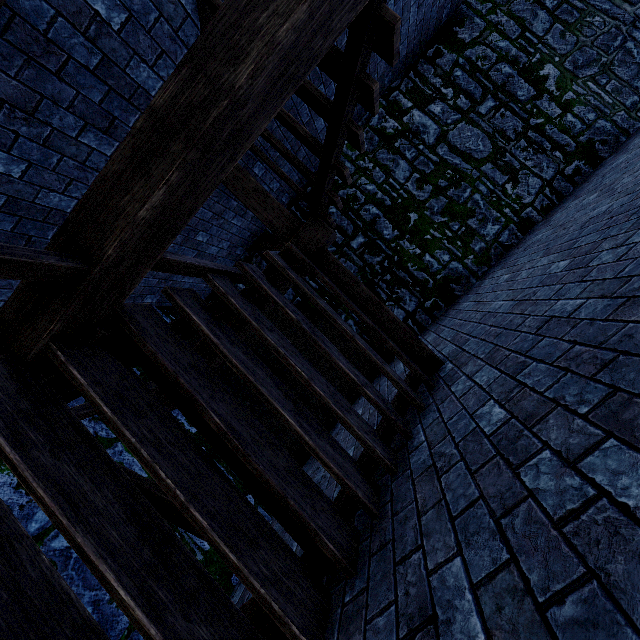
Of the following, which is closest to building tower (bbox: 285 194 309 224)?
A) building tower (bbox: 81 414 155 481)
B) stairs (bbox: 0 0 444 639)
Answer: stairs (bbox: 0 0 444 639)

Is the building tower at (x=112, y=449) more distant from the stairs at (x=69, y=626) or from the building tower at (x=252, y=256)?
the building tower at (x=252, y=256)

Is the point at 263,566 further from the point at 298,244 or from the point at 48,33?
the point at 48,33

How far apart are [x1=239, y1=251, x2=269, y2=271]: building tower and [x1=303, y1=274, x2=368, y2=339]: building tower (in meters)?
0.21

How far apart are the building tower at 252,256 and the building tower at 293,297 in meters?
0.2

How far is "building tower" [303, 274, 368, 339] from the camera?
6.9 meters
